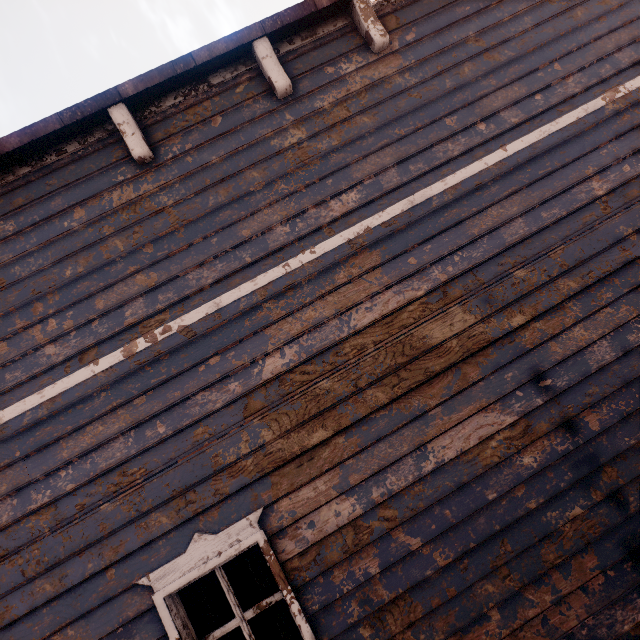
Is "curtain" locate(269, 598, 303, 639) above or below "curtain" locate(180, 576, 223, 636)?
below

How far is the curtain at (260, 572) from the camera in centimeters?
263cm

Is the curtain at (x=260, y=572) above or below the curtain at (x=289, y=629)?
above

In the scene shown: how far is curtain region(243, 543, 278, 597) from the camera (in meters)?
2.63

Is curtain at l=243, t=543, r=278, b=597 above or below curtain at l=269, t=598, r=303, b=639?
above

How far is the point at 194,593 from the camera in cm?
262
